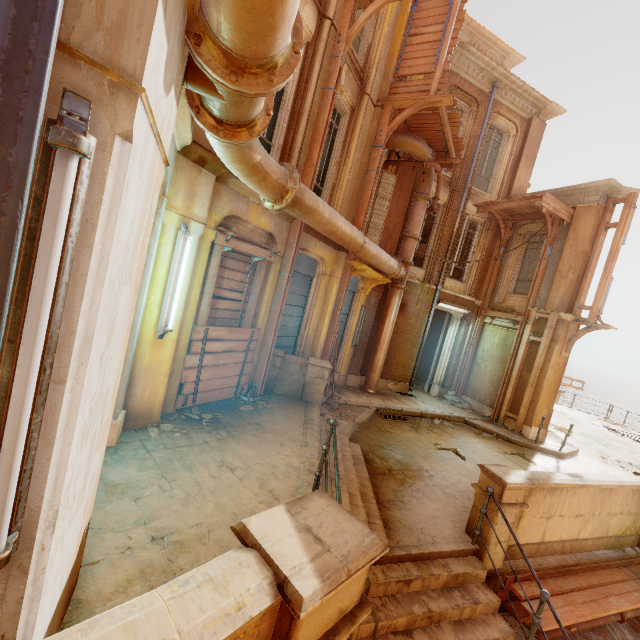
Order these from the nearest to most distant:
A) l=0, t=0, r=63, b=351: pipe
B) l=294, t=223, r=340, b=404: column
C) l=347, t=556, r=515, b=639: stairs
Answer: l=0, t=0, r=63, b=351: pipe → l=347, t=556, r=515, b=639: stairs → l=294, t=223, r=340, b=404: column

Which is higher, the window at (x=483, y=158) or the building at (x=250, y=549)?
the window at (x=483, y=158)

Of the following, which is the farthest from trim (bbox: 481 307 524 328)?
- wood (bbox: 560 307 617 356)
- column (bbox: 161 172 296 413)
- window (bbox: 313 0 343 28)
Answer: window (bbox: 313 0 343 28)

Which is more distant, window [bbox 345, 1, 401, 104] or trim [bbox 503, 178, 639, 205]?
trim [bbox 503, 178, 639, 205]

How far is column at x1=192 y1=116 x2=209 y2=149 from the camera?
4.4 meters

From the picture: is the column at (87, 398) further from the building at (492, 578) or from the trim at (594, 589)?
the trim at (594, 589)

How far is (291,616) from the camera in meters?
1.5

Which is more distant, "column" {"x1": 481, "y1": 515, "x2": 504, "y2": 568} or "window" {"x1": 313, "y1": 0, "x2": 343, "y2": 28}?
"window" {"x1": 313, "y1": 0, "x2": 343, "y2": 28}
